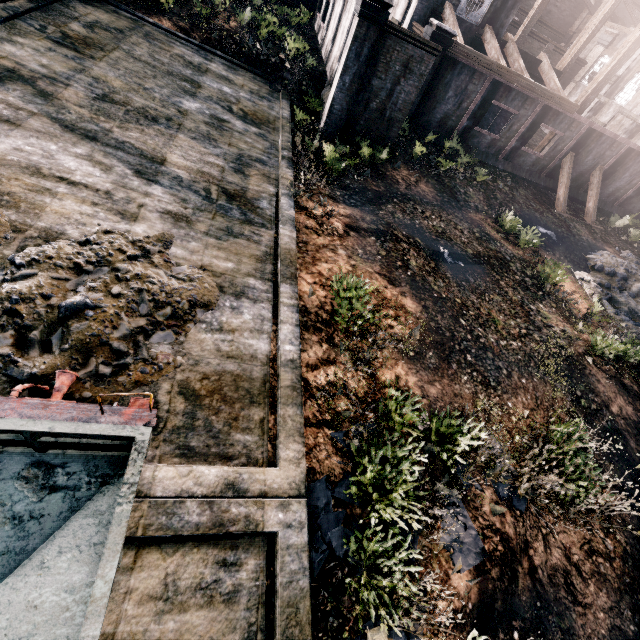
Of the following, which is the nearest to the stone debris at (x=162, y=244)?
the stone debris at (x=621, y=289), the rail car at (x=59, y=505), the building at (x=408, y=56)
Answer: the rail car at (x=59, y=505)

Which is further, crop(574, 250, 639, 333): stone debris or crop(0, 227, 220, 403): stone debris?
crop(574, 250, 639, 333): stone debris

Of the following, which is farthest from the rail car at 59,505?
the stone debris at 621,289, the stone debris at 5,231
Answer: the stone debris at 621,289

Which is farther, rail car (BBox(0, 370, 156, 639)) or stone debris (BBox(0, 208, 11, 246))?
stone debris (BBox(0, 208, 11, 246))

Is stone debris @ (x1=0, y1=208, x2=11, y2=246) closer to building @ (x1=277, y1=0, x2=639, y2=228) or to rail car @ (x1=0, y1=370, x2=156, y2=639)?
rail car @ (x1=0, y1=370, x2=156, y2=639)

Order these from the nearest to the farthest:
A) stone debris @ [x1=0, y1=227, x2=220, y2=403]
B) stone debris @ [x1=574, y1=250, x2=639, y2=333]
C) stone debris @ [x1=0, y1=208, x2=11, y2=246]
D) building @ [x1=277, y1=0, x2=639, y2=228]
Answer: stone debris @ [x1=0, y1=227, x2=220, y2=403], stone debris @ [x1=0, y1=208, x2=11, y2=246], building @ [x1=277, y1=0, x2=639, y2=228], stone debris @ [x1=574, y1=250, x2=639, y2=333]

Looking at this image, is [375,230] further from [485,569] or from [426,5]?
[426,5]

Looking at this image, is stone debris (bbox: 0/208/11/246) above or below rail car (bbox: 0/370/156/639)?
below
